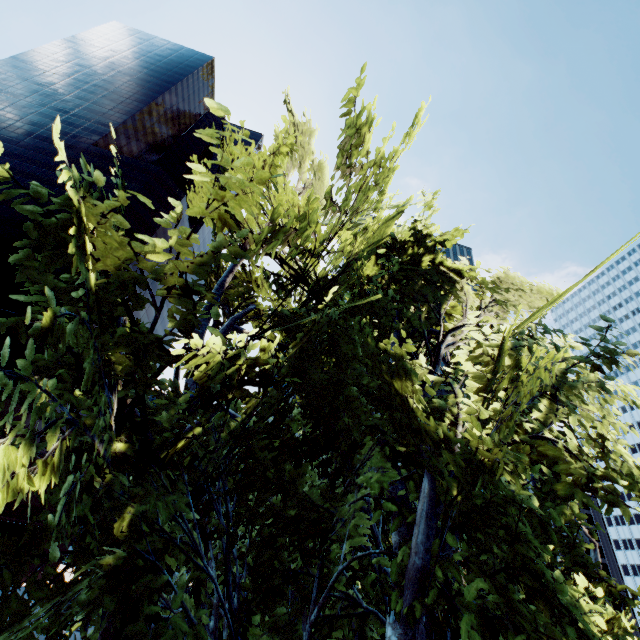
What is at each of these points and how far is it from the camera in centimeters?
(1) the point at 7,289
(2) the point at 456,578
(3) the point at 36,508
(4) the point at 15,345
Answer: (1) building, 4575cm
(2) tree, 482cm
(3) building, 5291cm
(4) building, 4197cm

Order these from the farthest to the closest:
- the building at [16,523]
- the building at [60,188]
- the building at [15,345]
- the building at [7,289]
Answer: the building at [60,188] → the building at [16,523] → the building at [7,289] → the building at [15,345]

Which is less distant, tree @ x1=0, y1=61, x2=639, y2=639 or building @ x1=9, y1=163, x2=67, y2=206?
tree @ x1=0, y1=61, x2=639, y2=639

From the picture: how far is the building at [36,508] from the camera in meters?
51.1

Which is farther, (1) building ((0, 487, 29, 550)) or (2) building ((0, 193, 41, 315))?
(1) building ((0, 487, 29, 550))

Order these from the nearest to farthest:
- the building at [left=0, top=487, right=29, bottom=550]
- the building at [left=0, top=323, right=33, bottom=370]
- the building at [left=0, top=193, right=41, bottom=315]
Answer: the building at [left=0, top=323, right=33, bottom=370], the building at [left=0, top=193, right=41, bottom=315], the building at [left=0, top=487, right=29, bottom=550]
